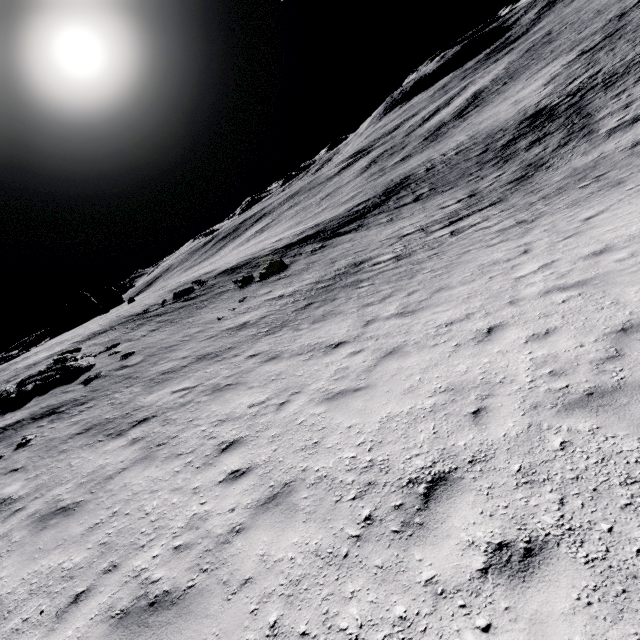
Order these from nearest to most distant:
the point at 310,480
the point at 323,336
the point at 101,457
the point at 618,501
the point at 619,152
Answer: the point at 618,501
the point at 310,480
the point at 101,457
the point at 323,336
the point at 619,152
